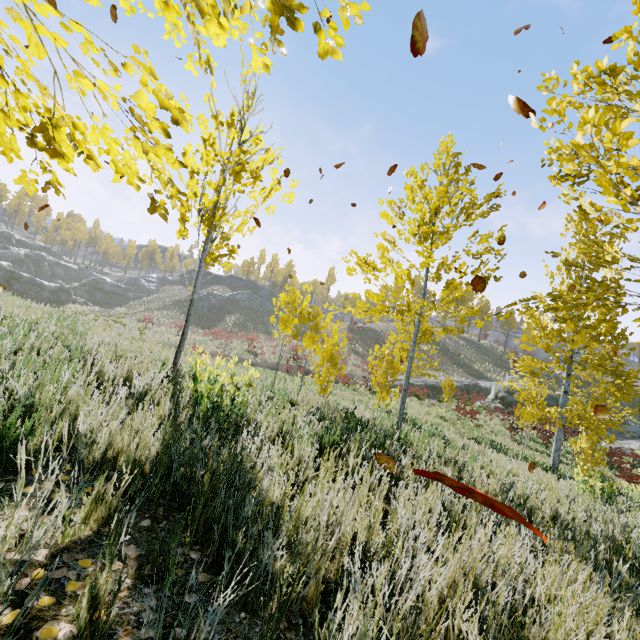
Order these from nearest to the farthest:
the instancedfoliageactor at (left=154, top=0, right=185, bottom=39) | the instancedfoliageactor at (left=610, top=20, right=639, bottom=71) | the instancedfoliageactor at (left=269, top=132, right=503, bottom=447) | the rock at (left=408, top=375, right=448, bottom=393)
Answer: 1. the instancedfoliageactor at (left=154, top=0, right=185, bottom=39)
2. the instancedfoliageactor at (left=610, top=20, right=639, bottom=71)
3. the instancedfoliageactor at (left=269, top=132, right=503, bottom=447)
4. the rock at (left=408, top=375, right=448, bottom=393)

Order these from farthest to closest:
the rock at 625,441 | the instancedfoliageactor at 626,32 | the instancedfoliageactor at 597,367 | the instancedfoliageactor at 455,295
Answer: the rock at 625,441 < the instancedfoliageactor at 455,295 < the instancedfoliageactor at 597,367 < the instancedfoliageactor at 626,32

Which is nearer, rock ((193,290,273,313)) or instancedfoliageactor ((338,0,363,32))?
instancedfoliageactor ((338,0,363,32))

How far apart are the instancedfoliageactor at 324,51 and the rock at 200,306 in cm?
5206

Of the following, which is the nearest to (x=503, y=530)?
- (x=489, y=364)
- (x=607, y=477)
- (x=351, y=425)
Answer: (x=351, y=425)

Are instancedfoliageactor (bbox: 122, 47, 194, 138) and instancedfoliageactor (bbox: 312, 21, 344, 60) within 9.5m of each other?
yes

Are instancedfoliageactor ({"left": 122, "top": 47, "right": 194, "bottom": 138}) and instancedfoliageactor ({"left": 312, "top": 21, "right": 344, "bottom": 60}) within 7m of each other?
yes

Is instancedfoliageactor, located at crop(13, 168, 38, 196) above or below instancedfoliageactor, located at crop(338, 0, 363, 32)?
below
